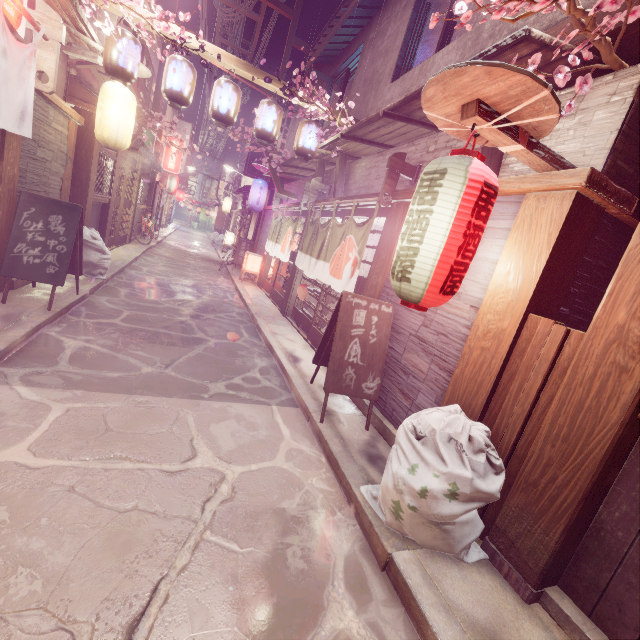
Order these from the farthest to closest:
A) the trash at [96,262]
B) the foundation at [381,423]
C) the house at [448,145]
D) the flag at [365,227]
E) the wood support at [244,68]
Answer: the trash at [96,262] → the wood support at [244,68] → the flag at [365,227] → the house at [448,145] → the foundation at [381,423]

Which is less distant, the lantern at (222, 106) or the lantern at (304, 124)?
the lantern at (222, 106)

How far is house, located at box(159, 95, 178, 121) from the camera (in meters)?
30.56

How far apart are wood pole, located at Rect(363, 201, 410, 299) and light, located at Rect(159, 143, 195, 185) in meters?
38.0 m

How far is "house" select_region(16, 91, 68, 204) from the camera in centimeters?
844cm

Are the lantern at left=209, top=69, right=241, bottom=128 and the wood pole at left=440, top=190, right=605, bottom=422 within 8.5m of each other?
no

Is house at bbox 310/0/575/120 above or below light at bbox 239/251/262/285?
above

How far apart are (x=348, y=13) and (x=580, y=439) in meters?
15.2
